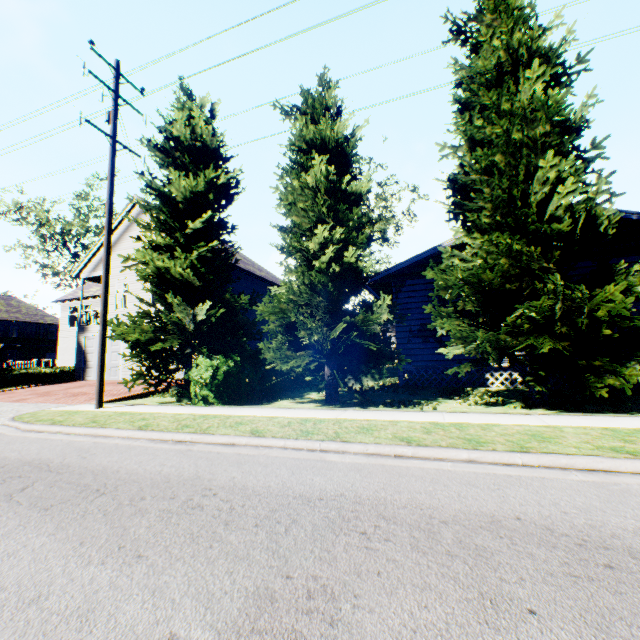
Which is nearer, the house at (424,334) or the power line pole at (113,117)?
the power line pole at (113,117)

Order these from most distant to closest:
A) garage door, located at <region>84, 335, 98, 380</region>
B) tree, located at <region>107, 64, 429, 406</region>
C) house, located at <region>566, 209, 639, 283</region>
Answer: garage door, located at <region>84, 335, 98, 380</region>, house, located at <region>566, 209, 639, 283</region>, tree, located at <region>107, 64, 429, 406</region>

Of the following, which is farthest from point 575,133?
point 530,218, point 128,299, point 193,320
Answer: point 128,299

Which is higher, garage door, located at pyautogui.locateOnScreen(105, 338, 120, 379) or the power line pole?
the power line pole

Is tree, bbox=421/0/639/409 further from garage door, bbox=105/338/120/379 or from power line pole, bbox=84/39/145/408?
garage door, bbox=105/338/120/379

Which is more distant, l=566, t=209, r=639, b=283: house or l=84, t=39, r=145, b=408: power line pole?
l=566, t=209, r=639, b=283: house

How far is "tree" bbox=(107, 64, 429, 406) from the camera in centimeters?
925cm

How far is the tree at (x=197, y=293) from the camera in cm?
925
